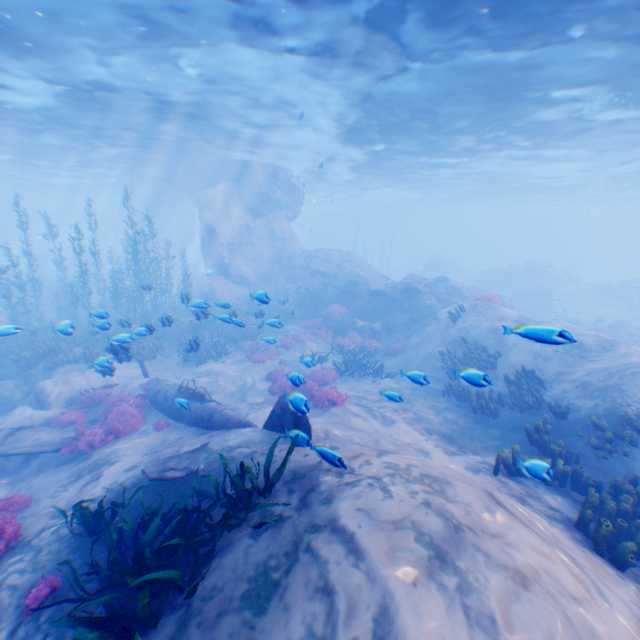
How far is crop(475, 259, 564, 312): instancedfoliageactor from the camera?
29.9 meters

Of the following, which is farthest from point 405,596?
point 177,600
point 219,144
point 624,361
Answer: point 219,144

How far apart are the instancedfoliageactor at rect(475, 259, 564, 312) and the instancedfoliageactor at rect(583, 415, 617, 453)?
29.5 meters

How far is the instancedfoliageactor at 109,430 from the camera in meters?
9.3

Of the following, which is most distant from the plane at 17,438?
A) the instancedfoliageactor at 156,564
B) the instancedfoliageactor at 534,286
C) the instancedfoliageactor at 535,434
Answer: the instancedfoliageactor at 534,286

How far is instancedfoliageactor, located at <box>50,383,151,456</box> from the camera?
9.3m

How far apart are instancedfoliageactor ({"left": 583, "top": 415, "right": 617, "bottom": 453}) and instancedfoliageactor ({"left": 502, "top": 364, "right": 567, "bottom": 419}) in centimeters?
252cm
